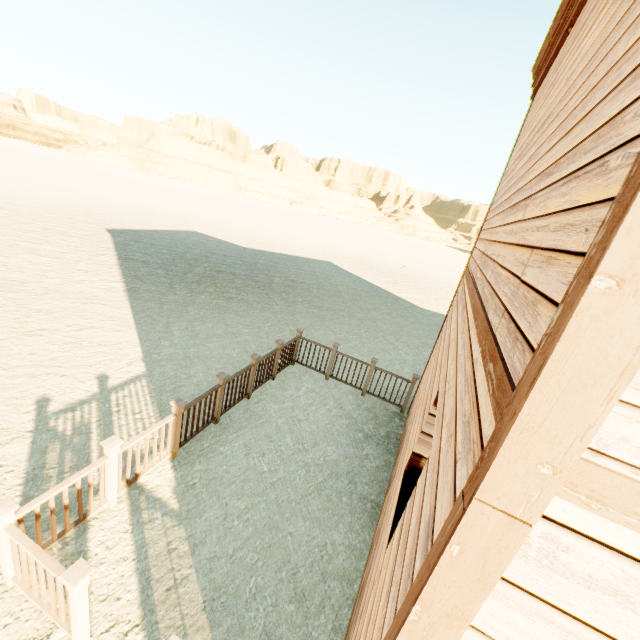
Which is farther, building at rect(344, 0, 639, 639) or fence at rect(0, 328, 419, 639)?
fence at rect(0, 328, 419, 639)

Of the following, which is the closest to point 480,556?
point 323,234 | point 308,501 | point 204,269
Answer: point 308,501

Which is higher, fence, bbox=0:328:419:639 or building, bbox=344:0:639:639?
building, bbox=344:0:639:639

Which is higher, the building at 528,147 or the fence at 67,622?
the building at 528,147

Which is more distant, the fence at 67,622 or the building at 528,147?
the fence at 67,622
